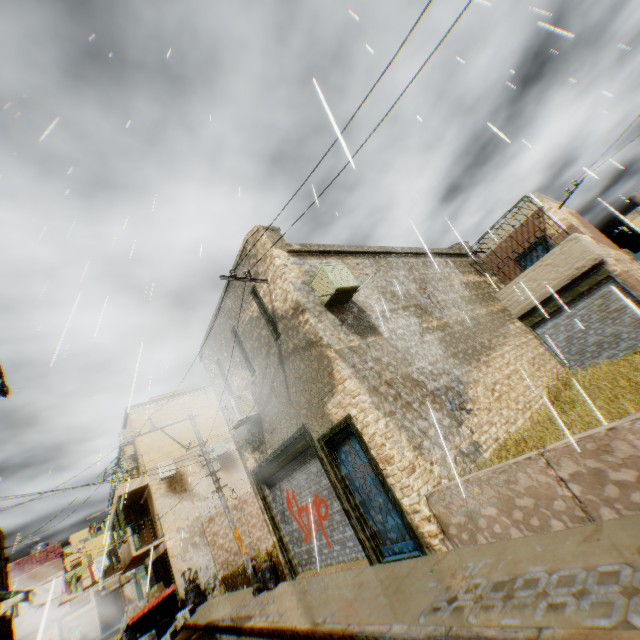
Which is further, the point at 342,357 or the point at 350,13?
the point at 342,357

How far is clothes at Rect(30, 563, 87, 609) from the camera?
13.78m

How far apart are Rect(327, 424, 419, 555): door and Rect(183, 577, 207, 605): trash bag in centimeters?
1221cm

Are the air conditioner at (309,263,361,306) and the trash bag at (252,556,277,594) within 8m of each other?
yes

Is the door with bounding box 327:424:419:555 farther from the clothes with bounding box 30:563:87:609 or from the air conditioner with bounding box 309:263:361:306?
the clothes with bounding box 30:563:87:609

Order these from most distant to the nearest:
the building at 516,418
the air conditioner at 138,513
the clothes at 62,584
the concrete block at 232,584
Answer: the air conditioner at 138,513, the clothes at 62,584, the concrete block at 232,584, the building at 516,418

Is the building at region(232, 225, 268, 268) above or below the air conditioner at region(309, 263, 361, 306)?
above

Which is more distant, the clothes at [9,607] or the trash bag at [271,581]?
the clothes at [9,607]
